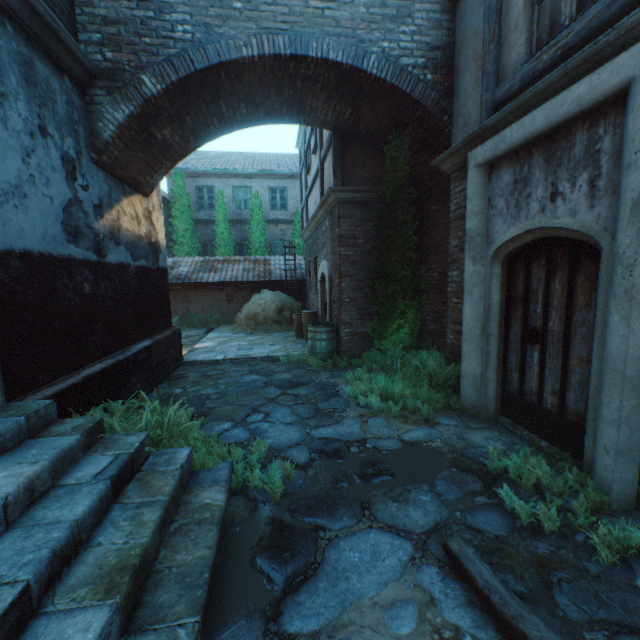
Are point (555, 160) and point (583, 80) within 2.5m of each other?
yes

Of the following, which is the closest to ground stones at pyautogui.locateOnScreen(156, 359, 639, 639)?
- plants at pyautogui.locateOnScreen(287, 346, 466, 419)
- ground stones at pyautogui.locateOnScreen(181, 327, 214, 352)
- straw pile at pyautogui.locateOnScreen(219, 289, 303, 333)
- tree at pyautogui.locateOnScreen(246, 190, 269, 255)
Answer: plants at pyautogui.locateOnScreen(287, 346, 466, 419)

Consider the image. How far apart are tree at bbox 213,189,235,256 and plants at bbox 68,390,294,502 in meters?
13.3

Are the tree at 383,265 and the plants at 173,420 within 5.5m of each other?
yes

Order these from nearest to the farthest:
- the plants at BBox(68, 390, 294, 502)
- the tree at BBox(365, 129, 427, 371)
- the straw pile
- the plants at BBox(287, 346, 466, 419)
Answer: the plants at BBox(68, 390, 294, 502)
the plants at BBox(287, 346, 466, 419)
the tree at BBox(365, 129, 427, 371)
the straw pile

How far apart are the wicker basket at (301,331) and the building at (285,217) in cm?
913

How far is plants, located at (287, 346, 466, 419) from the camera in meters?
4.9 m

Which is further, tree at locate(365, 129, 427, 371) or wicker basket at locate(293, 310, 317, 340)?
wicker basket at locate(293, 310, 317, 340)
